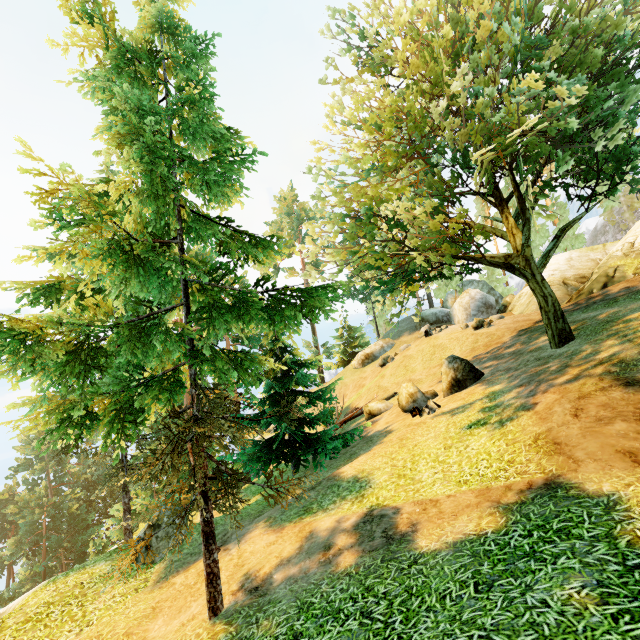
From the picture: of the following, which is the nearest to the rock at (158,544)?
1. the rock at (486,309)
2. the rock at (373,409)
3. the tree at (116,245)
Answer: the tree at (116,245)

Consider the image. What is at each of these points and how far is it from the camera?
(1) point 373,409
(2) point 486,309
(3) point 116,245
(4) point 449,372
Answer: (1) rock, 19.70m
(2) rock, 31.72m
(3) tree, 4.83m
(4) rock, 14.33m

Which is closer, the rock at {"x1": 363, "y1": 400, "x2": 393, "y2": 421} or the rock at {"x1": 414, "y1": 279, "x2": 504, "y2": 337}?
the rock at {"x1": 363, "y1": 400, "x2": 393, "y2": 421}

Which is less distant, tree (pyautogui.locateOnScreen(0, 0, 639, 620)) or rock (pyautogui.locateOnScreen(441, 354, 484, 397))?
tree (pyautogui.locateOnScreen(0, 0, 639, 620))

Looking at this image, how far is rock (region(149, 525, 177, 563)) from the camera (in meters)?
9.92

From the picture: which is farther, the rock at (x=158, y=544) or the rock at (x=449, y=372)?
the rock at (x=449, y=372)

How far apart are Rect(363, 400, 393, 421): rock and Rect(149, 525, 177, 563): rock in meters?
11.3

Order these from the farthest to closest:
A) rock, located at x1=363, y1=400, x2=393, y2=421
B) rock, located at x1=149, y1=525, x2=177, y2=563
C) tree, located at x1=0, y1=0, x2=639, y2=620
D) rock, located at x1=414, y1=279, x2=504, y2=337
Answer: rock, located at x1=414, y1=279, x2=504, y2=337, rock, located at x1=363, y1=400, x2=393, y2=421, rock, located at x1=149, y1=525, x2=177, y2=563, tree, located at x1=0, y1=0, x2=639, y2=620
